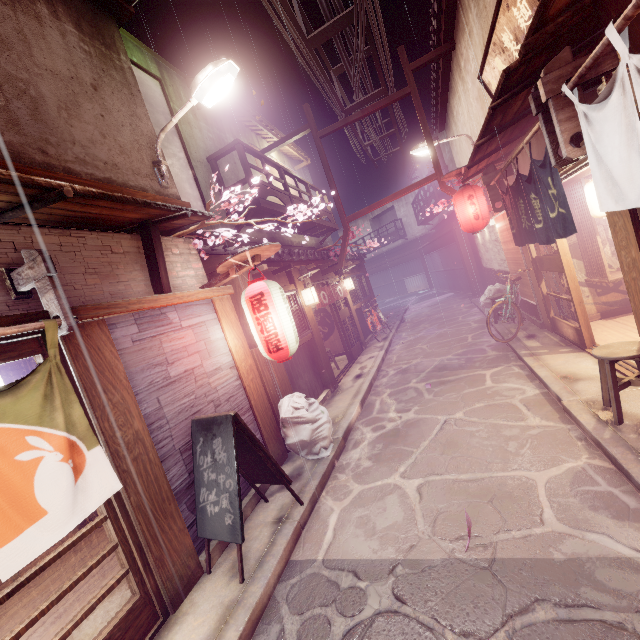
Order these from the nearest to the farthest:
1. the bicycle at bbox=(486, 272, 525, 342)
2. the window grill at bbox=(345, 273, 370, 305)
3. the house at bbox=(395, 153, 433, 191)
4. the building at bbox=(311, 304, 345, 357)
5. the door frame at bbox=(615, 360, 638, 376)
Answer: the door frame at bbox=(615, 360, 638, 376) → the bicycle at bbox=(486, 272, 525, 342) → the building at bbox=(311, 304, 345, 357) → the window grill at bbox=(345, 273, 370, 305) → the house at bbox=(395, 153, 433, 191)

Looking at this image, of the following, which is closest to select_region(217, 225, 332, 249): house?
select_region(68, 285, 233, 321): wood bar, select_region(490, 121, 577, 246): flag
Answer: select_region(68, 285, 233, 321): wood bar

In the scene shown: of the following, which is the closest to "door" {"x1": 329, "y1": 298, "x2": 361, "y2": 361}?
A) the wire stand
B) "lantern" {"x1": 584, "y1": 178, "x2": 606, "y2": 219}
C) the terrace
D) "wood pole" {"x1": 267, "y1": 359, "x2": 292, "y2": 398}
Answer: the wire stand

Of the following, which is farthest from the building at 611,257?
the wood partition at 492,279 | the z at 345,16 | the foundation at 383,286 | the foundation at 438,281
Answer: the foundation at 438,281

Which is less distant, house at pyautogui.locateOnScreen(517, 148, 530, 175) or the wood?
the wood

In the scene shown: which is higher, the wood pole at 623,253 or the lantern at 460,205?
the lantern at 460,205

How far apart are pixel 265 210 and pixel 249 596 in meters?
13.3

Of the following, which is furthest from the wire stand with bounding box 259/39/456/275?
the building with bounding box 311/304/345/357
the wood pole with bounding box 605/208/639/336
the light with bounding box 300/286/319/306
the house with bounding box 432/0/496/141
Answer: the wood pole with bounding box 605/208/639/336
